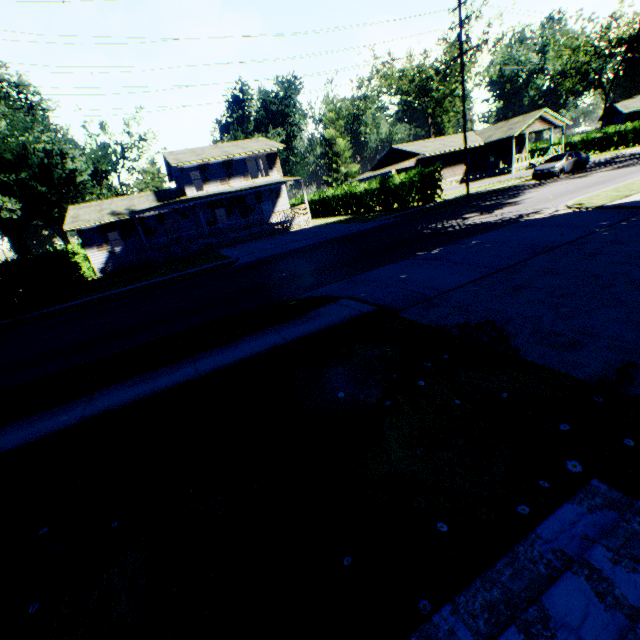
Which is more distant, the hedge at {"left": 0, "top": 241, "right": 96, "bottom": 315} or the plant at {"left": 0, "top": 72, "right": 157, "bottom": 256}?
the plant at {"left": 0, "top": 72, "right": 157, "bottom": 256}

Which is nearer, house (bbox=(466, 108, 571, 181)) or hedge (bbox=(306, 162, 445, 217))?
hedge (bbox=(306, 162, 445, 217))

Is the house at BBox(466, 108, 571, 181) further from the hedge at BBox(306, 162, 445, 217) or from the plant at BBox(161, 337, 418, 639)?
the plant at BBox(161, 337, 418, 639)

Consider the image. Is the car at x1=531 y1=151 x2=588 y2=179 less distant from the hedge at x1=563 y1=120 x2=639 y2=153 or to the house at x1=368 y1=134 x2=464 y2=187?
the house at x1=368 y1=134 x2=464 y2=187

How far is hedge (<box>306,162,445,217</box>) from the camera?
25.5 meters

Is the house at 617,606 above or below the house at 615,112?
below

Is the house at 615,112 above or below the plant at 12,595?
above

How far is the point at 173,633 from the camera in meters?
2.1
